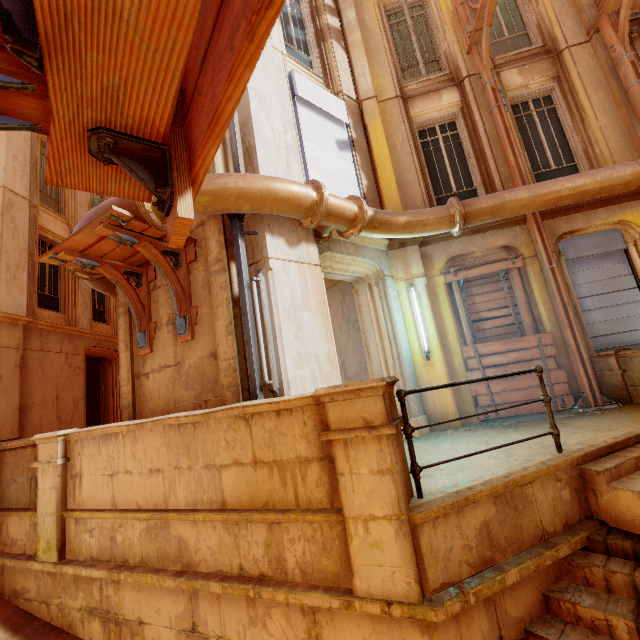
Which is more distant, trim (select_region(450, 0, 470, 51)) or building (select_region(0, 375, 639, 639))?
trim (select_region(450, 0, 470, 51))

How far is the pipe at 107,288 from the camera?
5.5 meters

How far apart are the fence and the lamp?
1.7 meters

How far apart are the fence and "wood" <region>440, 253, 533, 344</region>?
2.8 meters

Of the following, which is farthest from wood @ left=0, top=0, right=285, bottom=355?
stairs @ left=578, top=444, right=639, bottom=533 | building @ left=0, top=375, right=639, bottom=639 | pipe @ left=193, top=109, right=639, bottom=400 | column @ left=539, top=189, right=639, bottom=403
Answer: column @ left=539, top=189, right=639, bottom=403

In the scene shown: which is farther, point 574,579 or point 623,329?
point 623,329

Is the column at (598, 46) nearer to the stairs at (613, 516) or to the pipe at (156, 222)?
the pipe at (156, 222)

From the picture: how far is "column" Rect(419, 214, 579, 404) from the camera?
6.5m
